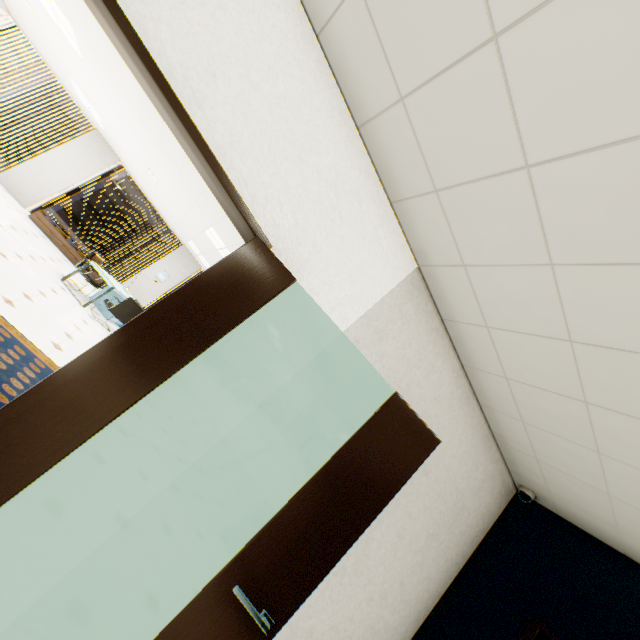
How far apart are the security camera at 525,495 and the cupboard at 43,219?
11.29m

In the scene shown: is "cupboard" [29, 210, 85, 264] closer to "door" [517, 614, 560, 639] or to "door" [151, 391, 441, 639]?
"door" [151, 391, 441, 639]

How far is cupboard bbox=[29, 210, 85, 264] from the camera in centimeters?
895cm

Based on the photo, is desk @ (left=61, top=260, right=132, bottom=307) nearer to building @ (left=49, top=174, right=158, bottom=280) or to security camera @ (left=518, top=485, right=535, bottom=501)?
security camera @ (left=518, top=485, right=535, bottom=501)

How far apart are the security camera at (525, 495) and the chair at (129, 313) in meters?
7.8

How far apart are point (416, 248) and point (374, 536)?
2.3 meters

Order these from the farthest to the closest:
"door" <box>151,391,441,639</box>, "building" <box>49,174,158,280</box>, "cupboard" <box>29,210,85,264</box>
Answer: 1. "building" <box>49,174,158,280</box>
2. "cupboard" <box>29,210,85,264</box>
3. "door" <box>151,391,441,639</box>

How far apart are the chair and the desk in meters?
0.1
